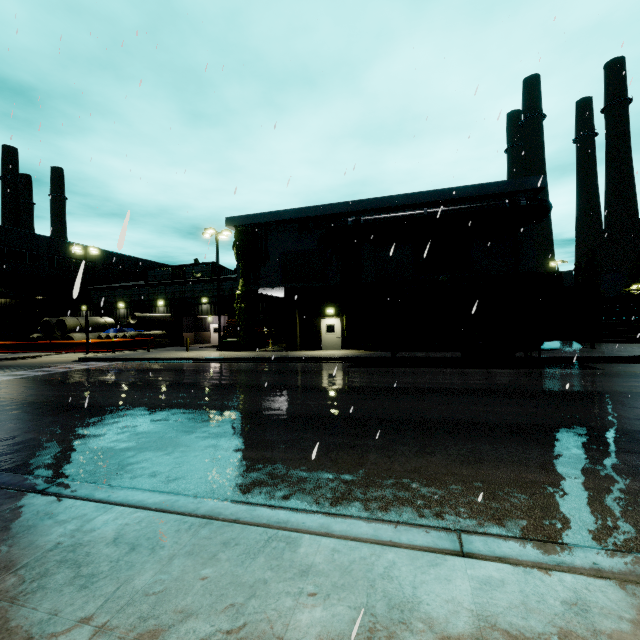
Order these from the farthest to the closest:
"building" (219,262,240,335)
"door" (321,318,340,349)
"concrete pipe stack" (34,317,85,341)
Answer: "building" (219,262,240,335) < "concrete pipe stack" (34,317,85,341) < "door" (321,318,340,349)

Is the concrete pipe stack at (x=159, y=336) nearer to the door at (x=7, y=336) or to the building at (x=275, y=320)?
the building at (x=275, y=320)

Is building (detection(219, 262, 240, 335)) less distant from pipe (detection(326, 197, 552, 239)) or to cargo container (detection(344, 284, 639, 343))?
pipe (detection(326, 197, 552, 239))

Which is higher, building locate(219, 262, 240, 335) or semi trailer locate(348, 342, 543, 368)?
building locate(219, 262, 240, 335)

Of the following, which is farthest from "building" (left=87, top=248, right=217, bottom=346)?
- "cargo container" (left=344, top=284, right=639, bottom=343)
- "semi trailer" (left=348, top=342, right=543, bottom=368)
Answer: "semi trailer" (left=348, top=342, right=543, bottom=368)

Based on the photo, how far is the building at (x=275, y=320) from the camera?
20.70m

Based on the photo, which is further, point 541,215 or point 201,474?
point 541,215

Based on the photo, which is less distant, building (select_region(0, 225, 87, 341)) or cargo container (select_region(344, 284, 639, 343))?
cargo container (select_region(344, 284, 639, 343))
